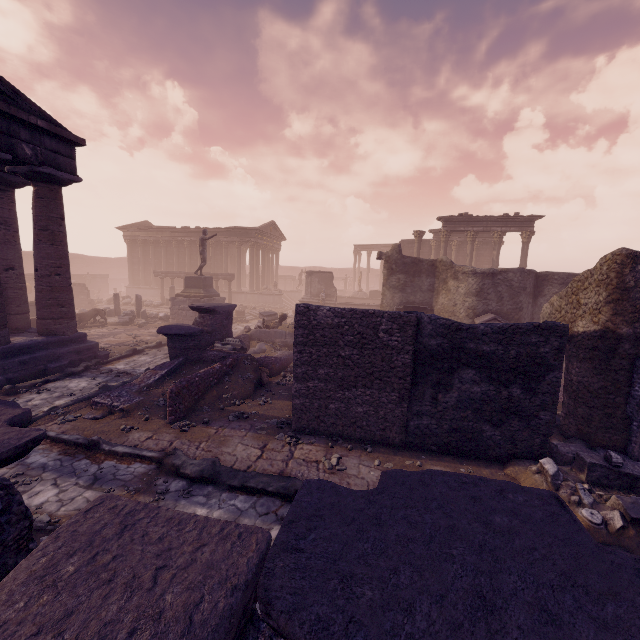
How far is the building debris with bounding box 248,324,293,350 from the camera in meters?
14.9

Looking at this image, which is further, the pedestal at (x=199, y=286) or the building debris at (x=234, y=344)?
the pedestal at (x=199, y=286)

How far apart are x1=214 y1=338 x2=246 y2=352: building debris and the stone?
6.6 meters

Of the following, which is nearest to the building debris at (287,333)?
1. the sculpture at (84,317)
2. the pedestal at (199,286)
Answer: the pedestal at (199,286)

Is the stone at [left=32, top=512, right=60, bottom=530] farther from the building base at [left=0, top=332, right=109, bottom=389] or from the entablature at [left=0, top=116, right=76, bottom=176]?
the entablature at [left=0, top=116, right=76, bottom=176]

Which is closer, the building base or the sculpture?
the building base

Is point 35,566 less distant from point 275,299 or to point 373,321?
point 373,321

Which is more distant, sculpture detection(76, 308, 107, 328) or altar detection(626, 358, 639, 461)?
sculpture detection(76, 308, 107, 328)
